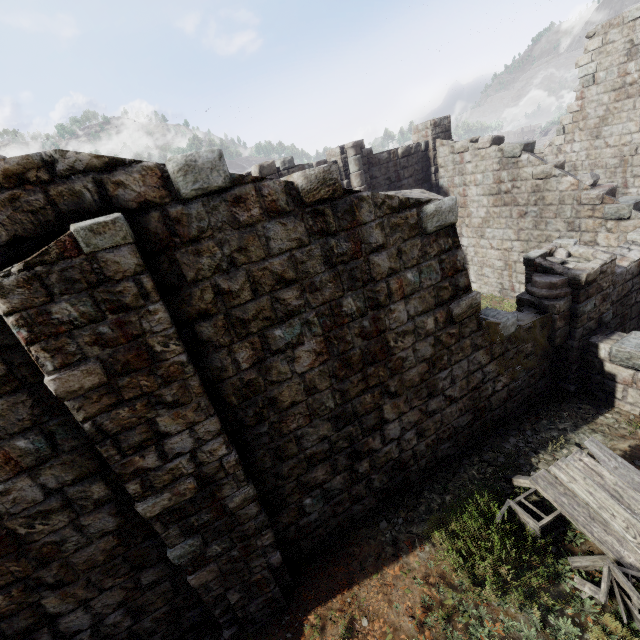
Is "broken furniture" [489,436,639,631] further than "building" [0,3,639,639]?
Yes

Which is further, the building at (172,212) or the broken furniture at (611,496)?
the broken furniture at (611,496)

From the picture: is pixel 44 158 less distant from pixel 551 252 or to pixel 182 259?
pixel 182 259
